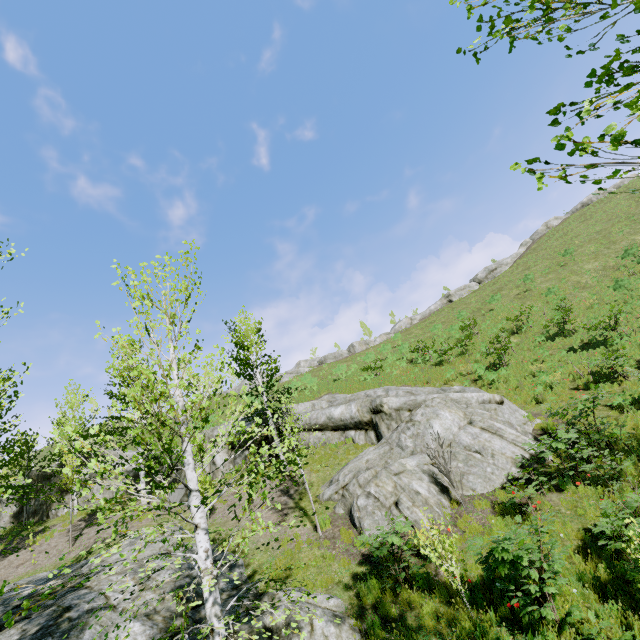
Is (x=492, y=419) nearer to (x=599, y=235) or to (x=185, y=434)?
(x=185, y=434)

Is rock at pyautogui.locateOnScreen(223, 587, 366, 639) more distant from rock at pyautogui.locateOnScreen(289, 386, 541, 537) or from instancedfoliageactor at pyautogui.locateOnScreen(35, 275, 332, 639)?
rock at pyautogui.locateOnScreen(289, 386, 541, 537)

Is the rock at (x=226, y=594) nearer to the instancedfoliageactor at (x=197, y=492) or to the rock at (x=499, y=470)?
the instancedfoliageactor at (x=197, y=492)

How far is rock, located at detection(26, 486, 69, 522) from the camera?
21.7 meters

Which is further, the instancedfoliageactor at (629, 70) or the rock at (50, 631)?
the rock at (50, 631)

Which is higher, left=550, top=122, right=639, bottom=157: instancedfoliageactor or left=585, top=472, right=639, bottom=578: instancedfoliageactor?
left=550, top=122, right=639, bottom=157: instancedfoliageactor

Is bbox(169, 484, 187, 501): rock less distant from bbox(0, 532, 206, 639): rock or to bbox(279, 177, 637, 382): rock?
bbox(0, 532, 206, 639): rock

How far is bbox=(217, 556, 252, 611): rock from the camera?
8.28m
